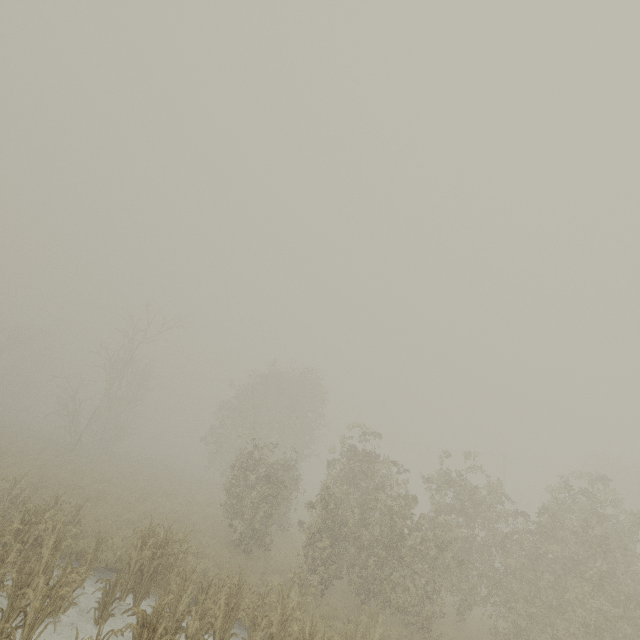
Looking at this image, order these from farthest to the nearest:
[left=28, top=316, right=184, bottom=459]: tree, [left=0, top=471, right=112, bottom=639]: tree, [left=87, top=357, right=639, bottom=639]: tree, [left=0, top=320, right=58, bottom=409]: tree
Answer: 1. [left=0, top=320, right=58, bottom=409]: tree
2. [left=28, top=316, right=184, bottom=459]: tree
3. [left=87, top=357, right=639, bottom=639]: tree
4. [left=0, top=471, right=112, bottom=639]: tree

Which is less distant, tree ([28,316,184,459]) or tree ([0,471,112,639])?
tree ([0,471,112,639])

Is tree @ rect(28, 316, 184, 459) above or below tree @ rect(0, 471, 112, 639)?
above

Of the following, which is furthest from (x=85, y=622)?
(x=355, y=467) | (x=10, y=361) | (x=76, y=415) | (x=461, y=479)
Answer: (x=10, y=361)

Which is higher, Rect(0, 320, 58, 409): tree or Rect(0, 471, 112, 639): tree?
Rect(0, 320, 58, 409): tree

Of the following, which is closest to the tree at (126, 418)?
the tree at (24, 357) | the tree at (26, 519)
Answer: the tree at (26, 519)

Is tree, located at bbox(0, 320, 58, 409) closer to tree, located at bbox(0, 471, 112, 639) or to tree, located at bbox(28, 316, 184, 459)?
tree, located at bbox(28, 316, 184, 459)

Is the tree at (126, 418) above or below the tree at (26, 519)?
above
